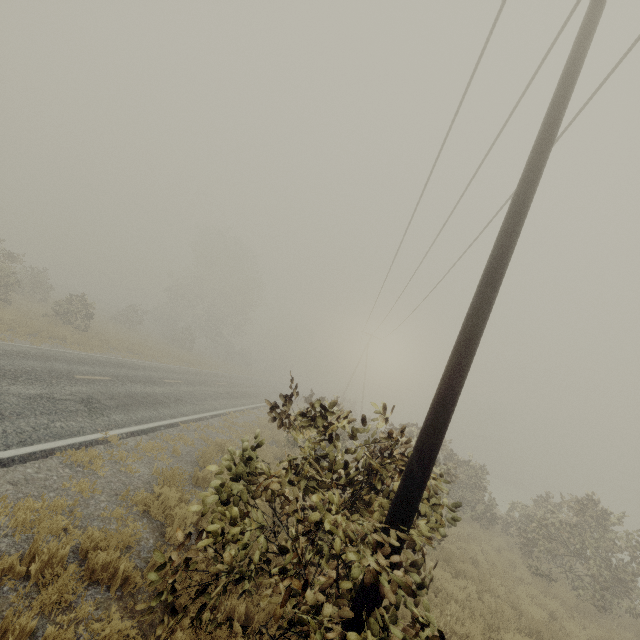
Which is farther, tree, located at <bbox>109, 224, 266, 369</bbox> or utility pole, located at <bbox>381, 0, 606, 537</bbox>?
tree, located at <bbox>109, 224, 266, 369</bbox>

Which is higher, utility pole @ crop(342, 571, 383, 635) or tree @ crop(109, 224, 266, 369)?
tree @ crop(109, 224, 266, 369)

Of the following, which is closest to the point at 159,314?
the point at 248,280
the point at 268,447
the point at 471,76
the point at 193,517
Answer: the point at 248,280

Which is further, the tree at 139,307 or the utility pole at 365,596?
the tree at 139,307

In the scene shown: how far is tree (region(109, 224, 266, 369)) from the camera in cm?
4072

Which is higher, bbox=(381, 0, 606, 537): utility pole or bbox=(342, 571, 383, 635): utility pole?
bbox=(381, 0, 606, 537): utility pole
